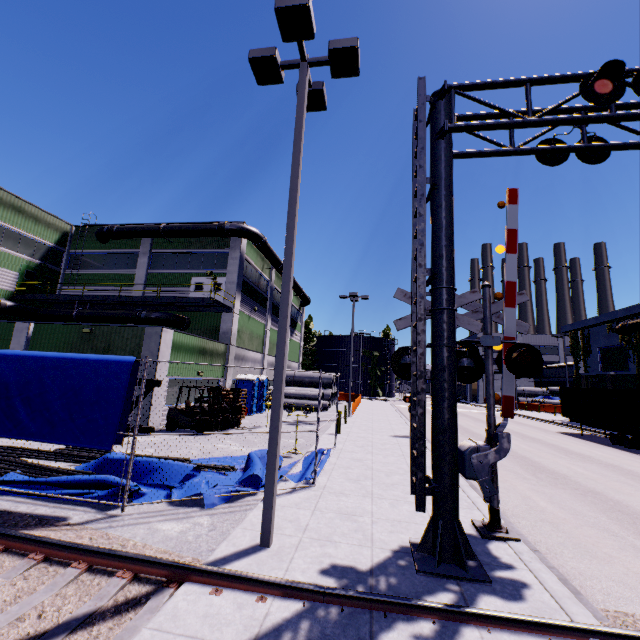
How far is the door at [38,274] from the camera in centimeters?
2459cm

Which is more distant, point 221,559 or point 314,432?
point 314,432

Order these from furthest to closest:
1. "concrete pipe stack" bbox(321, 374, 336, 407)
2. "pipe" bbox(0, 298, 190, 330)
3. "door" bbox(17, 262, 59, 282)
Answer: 1. "concrete pipe stack" bbox(321, 374, 336, 407)
2. "door" bbox(17, 262, 59, 282)
3. "pipe" bbox(0, 298, 190, 330)

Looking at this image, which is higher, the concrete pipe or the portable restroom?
the portable restroom

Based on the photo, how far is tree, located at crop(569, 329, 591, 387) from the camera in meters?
34.8

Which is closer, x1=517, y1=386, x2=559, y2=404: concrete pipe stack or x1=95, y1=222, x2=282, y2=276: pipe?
x1=95, y1=222, x2=282, y2=276: pipe

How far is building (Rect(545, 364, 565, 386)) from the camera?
54.56m

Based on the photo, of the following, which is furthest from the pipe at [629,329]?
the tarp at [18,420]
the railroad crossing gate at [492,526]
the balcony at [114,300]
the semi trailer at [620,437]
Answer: the balcony at [114,300]
